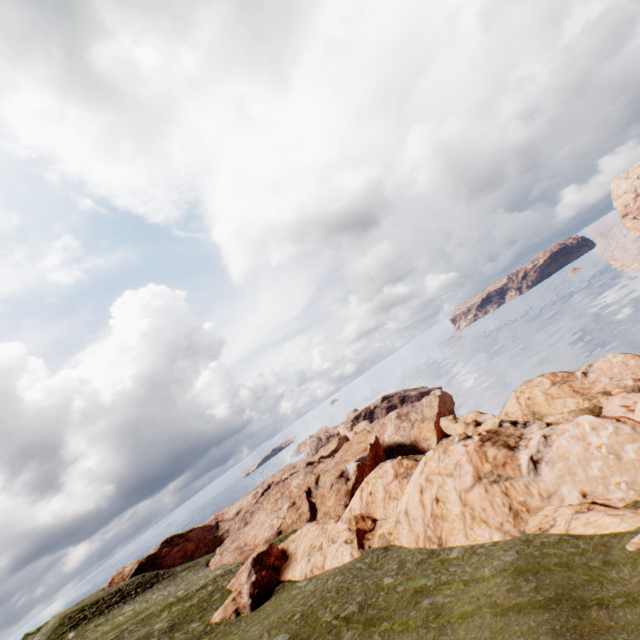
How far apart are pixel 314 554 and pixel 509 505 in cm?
2032
